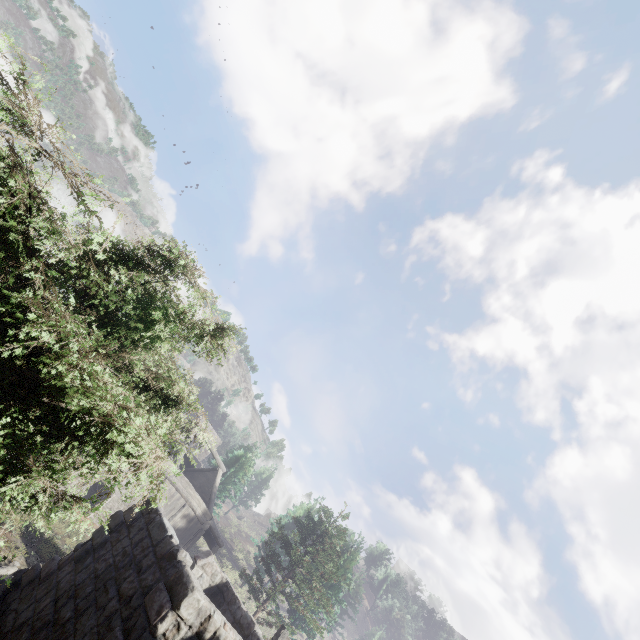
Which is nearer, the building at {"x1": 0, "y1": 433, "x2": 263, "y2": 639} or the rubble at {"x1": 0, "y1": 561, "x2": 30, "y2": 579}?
the building at {"x1": 0, "y1": 433, "x2": 263, "y2": 639}

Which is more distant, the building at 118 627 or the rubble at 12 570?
the rubble at 12 570

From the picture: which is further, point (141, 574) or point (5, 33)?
point (141, 574)

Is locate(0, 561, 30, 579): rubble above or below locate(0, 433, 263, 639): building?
below

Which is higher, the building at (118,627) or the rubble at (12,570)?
the building at (118,627)
